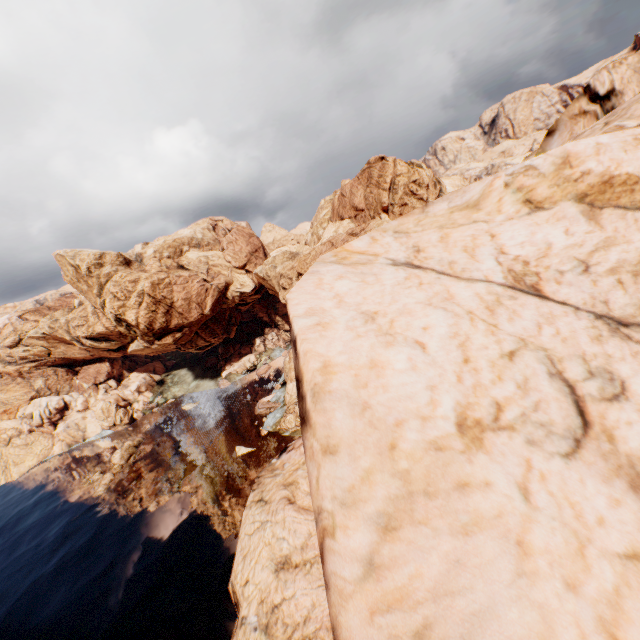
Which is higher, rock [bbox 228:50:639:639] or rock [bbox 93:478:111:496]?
rock [bbox 228:50:639:639]

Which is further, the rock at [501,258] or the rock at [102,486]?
the rock at [102,486]

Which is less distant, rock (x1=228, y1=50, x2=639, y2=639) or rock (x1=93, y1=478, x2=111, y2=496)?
rock (x1=228, y1=50, x2=639, y2=639)

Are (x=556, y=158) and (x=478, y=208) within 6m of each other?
yes

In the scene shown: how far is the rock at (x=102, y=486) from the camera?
57.1 meters

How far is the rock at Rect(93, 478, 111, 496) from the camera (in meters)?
57.12
